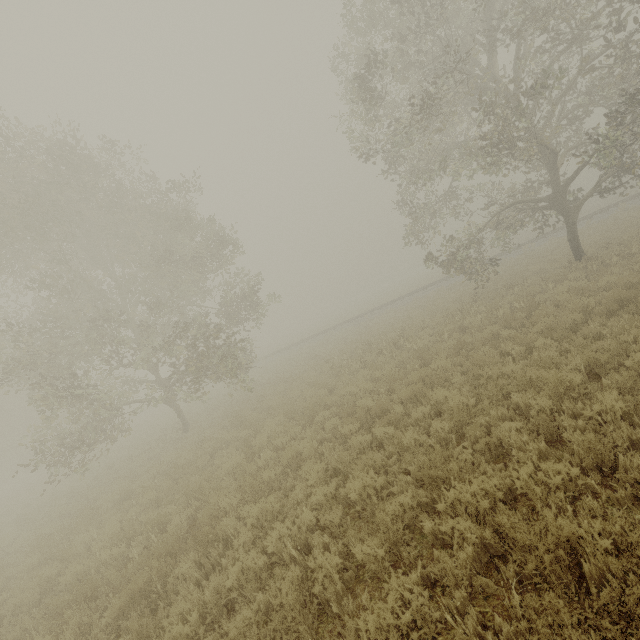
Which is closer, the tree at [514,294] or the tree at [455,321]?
the tree at [514,294]

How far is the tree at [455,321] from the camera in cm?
1234

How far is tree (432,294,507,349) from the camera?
12.3 meters

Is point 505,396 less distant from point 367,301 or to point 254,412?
point 254,412

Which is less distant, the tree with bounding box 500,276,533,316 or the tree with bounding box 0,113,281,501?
the tree with bounding box 500,276,533,316

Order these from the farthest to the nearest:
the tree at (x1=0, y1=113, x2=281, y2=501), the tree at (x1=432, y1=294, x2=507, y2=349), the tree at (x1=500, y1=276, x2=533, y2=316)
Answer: the tree at (x1=0, y1=113, x2=281, y2=501) < the tree at (x1=432, y1=294, x2=507, y2=349) < the tree at (x1=500, y1=276, x2=533, y2=316)

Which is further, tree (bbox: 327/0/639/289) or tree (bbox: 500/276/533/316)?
tree (bbox: 500/276/533/316)
